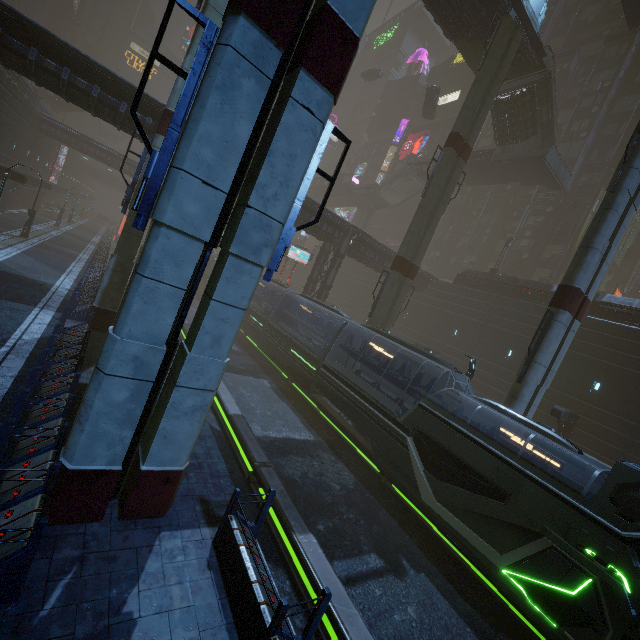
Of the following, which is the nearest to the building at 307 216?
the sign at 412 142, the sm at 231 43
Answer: the sm at 231 43

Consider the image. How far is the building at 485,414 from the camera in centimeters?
2715cm

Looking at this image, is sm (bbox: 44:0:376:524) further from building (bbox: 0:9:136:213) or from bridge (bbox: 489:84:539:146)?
bridge (bbox: 489:84:539:146)

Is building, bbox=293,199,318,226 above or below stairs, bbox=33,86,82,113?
below

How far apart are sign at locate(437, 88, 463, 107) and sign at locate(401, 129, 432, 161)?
5.55m

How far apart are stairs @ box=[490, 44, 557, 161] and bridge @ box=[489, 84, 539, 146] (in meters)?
0.01

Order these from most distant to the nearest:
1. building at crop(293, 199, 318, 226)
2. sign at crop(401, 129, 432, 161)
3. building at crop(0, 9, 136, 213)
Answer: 1. sign at crop(401, 129, 432, 161)
2. building at crop(293, 199, 318, 226)
3. building at crop(0, 9, 136, 213)

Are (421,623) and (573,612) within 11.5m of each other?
yes
